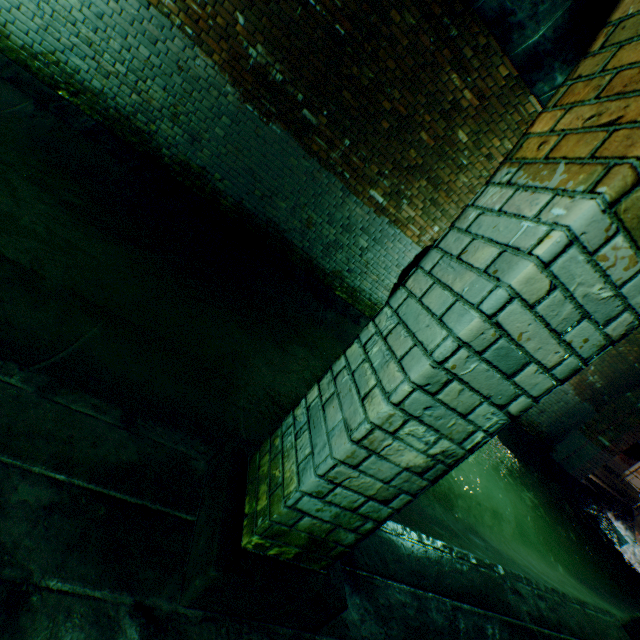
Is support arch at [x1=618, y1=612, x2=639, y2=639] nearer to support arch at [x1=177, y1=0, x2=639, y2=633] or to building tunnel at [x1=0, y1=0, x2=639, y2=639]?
building tunnel at [x1=0, y1=0, x2=639, y2=639]

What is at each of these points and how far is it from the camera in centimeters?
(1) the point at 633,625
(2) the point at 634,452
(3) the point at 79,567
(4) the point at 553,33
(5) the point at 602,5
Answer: (1) support arch, 344cm
(2) pipe, 1004cm
(3) building tunnel, 106cm
(4) pipe, 261cm
(5) building tunnel, 289cm

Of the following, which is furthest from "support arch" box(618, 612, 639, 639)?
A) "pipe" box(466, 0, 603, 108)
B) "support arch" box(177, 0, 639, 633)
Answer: "support arch" box(177, 0, 639, 633)

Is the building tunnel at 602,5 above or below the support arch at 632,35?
above

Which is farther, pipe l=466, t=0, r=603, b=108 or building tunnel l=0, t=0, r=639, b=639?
pipe l=466, t=0, r=603, b=108

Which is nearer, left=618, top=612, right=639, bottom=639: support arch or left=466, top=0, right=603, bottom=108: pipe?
left=466, top=0, right=603, bottom=108: pipe

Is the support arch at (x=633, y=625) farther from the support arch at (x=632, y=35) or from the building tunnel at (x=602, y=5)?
the support arch at (x=632, y=35)
